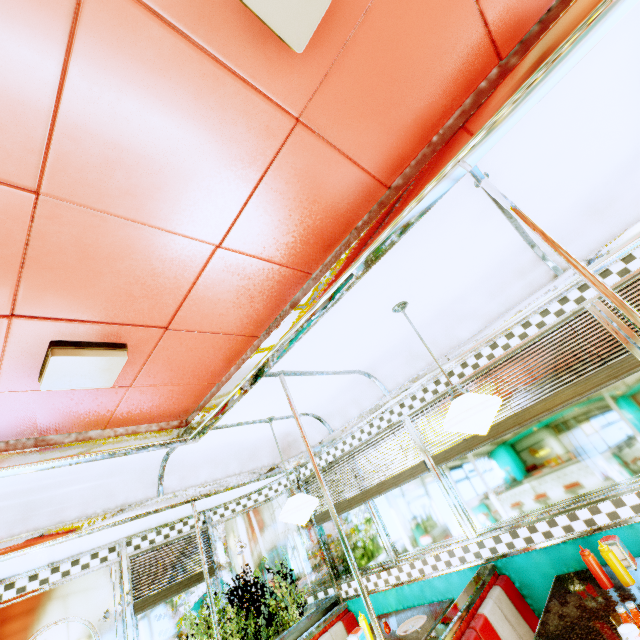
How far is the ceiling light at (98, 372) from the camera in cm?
162

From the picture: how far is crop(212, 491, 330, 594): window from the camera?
4.22m

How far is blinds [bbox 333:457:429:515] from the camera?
3.4m

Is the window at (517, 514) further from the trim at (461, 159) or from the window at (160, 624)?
the window at (160, 624)

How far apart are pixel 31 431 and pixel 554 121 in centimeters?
366cm

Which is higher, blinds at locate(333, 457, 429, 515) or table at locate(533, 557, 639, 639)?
blinds at locate(333, 457, 429, 515)

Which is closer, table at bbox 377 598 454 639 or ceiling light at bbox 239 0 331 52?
ceiling light at bbox 239 0 331 52

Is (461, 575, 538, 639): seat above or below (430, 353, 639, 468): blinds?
below
